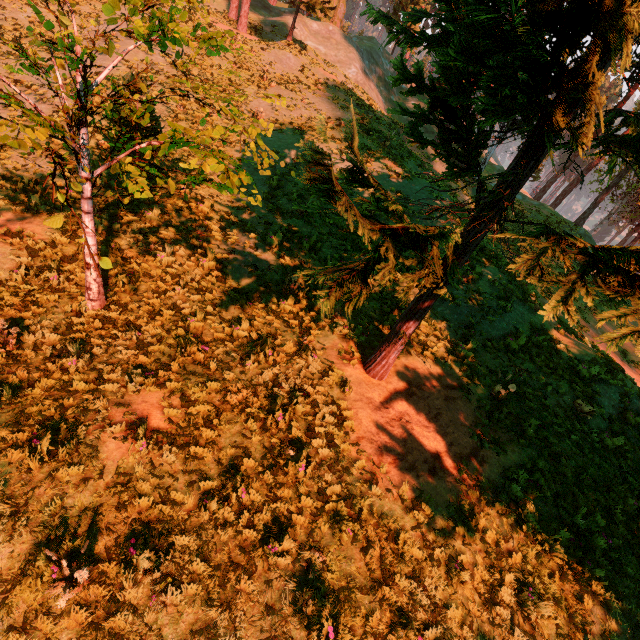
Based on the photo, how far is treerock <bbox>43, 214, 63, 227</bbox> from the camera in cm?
324

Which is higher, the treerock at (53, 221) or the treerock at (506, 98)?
the treerock at (506, 98)

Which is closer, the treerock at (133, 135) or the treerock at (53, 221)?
the treerock at (53, 221)

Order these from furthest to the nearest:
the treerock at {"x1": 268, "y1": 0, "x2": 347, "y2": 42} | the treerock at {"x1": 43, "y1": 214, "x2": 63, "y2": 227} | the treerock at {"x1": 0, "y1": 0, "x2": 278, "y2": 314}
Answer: the treerock at {"x1": 268, "y1": 0, "x2": 347, "y2": 42} → the treerock at {"x1": 0, "y1": 0, "x2": 278, "y2": 314} → the treerock at {"x1": 43, "y1": 214, "x2": 63, "y2": 227}

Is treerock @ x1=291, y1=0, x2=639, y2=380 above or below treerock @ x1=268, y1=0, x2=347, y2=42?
below

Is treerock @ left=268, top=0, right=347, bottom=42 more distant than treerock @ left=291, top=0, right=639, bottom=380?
Yes

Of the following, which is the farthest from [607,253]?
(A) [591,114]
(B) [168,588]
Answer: (B) [168,588]
